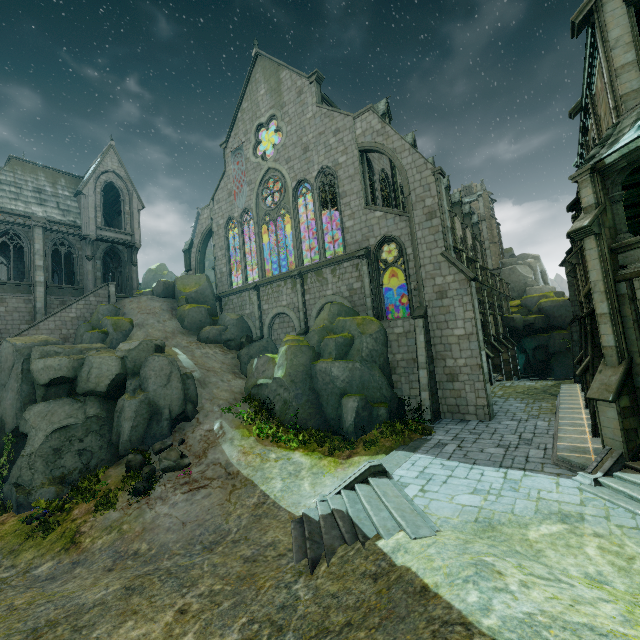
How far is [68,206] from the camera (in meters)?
28.48

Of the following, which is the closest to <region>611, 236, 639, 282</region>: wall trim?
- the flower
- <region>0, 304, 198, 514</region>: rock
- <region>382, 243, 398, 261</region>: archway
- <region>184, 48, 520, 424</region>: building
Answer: <region>184, 48, 520, 424</region>: building

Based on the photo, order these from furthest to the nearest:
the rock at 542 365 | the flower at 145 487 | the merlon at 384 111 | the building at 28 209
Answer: the rock at 542 365, the merlon at 384 111, the building at 28 209, the flower at 145 487

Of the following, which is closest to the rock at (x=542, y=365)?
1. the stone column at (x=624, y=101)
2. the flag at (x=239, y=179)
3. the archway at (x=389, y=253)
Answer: the archway at (x=389, y=253)

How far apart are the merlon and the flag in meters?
11.3 m

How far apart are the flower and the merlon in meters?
27.3 m

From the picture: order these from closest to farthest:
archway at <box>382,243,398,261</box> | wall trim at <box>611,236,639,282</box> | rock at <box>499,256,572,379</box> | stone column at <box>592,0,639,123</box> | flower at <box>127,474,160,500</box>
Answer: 1. wall trim at <box>611,236,639,282</box>
2. stone column at <box>592,0,639,123</box>
3. flower at <box>127,474,160,500</box>
4. archway at <box>382,243,398,261</box>
5. rock at <box>499,256,572,379</box>

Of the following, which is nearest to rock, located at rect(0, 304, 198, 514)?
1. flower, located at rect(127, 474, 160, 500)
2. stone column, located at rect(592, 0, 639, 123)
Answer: flower, located at rect(127, 474, 160, 500)
